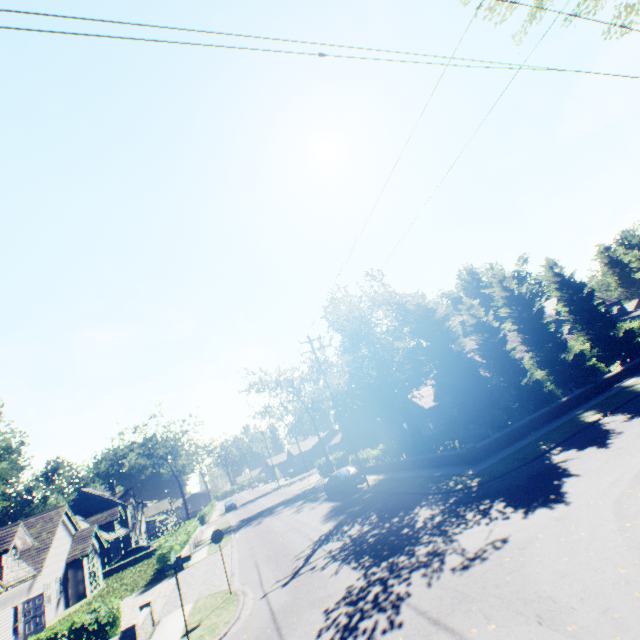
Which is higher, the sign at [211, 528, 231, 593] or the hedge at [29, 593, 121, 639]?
the sign at [211, 528, 231, 593]

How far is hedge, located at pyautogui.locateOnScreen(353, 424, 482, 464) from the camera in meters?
17.8

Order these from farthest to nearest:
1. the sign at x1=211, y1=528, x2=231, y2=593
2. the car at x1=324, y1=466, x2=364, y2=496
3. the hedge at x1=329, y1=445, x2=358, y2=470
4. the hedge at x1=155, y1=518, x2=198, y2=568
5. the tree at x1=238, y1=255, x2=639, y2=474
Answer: the hedge at x1=329, y1=445, x2=358, y2=470
the car at x1=324, y1=466, x2=364, y2=496
the hedge at x1=155, y1=518, x2=198, y2=568
the tree at x1=238, y1=255, x2=639, y2=474
the sign at x1=211, y1=528, x2=231, y2=593

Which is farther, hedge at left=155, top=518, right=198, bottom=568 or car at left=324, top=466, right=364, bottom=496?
car at left=324, top=466, right=364, bottom=496

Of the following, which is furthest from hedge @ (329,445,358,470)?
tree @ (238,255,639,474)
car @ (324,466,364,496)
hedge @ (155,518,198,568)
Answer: hedge @ (155,518,198,568)

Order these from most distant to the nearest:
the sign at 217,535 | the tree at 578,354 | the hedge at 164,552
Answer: the hedge at 164,552
the tree at 578,354
the sign at 217,535

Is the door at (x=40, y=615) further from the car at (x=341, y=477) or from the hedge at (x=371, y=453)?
the hedge at (x=371, y=453)

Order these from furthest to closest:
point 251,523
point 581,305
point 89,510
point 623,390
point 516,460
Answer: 1. point 89,510
2. point 251,523
3. point 581,305
4. point 623,390
5. point 516,460
